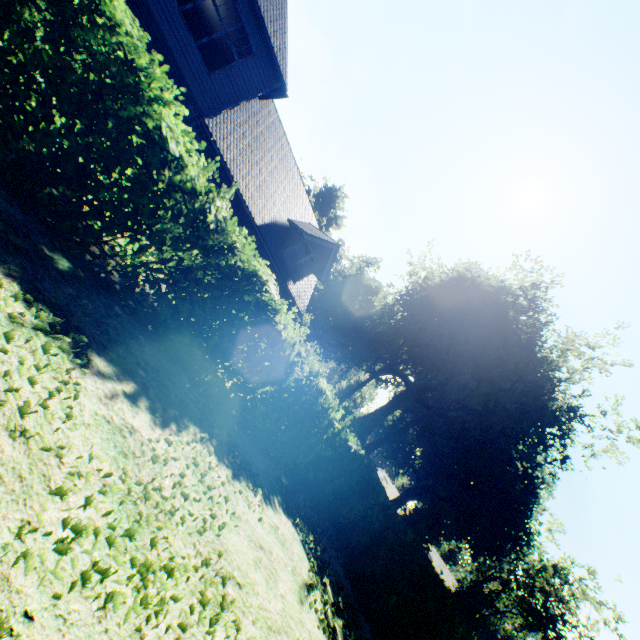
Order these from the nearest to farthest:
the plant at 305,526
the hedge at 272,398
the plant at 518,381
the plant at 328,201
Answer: the hedge at 272,398 < the plant at 305,526 < the plant at 518,381 < the plant at 328,201

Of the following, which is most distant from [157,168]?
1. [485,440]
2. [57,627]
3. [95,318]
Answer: [485,440]

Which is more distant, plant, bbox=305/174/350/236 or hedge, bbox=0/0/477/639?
plant, bbox=305/174/350/236

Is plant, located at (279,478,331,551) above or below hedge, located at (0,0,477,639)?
below

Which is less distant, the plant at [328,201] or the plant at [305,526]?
the plant at [305,526]

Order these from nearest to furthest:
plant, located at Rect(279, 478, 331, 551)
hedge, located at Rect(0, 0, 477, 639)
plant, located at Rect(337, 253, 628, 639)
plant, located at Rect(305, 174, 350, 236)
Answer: hedge, located at Rect(0, 0, 477, 639) < plant, located at Rect(279, 478, 331, 551) < plant, located at Rect(337, 253, 628, 639) < plant, located at Rect(305, 174, 350, 236)

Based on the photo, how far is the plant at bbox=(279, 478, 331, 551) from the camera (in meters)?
7.51
